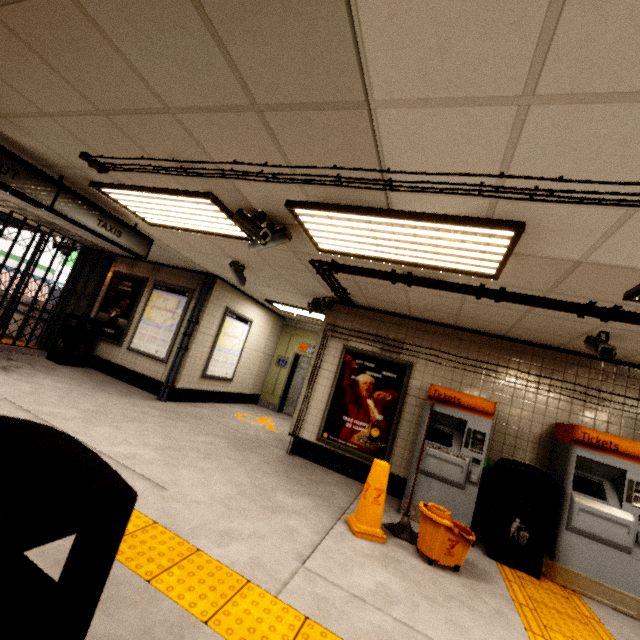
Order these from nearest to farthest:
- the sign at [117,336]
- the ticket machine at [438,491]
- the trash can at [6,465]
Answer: the trash can at [6,465] → the ticket machine at [438,491] → the sign at [117,336]

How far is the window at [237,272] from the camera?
5.6 meters

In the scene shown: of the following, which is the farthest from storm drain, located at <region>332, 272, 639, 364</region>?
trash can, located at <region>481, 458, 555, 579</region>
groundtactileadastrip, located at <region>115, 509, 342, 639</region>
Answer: groundtactileadastrip, located at <region>115, 509, 342, 639</region>

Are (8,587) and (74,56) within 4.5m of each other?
yes

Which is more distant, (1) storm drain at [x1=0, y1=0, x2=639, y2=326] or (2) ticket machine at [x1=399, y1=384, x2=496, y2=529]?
(2) ticket machine at [x1=399, y1=384, x2=496, y2=529]

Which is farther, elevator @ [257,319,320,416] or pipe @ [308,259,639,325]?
elevator @ [257,319,320,416]

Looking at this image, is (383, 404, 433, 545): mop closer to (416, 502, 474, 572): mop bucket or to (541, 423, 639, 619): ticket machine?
(416, 502, 474, 572): mop bucket

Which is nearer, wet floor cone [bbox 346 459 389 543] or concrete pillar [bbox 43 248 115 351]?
wet floor cone [bbox 346 459 389 543]
